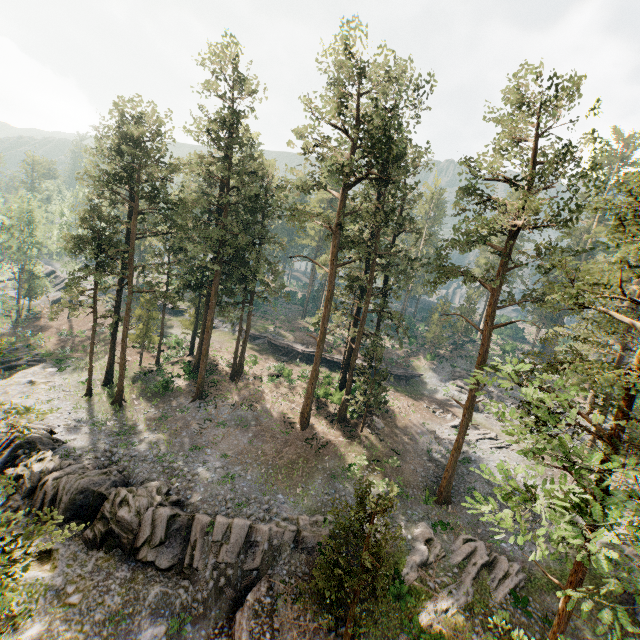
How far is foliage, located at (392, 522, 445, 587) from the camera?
20.5 meters

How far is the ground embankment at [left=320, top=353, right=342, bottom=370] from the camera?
45.9m

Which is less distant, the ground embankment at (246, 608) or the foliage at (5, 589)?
the foliage at (5, 589)

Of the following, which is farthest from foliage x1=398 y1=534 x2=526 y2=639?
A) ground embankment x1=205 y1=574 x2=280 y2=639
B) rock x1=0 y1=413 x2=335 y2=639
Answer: rock x1=0 y1=413 x2=335 y2=639

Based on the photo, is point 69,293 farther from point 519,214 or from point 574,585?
point 574,585

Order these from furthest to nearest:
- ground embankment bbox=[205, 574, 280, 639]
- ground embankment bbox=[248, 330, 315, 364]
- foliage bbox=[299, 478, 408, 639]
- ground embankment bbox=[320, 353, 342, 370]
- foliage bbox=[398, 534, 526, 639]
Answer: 1. ground embankment bbox=[248, 330, 315, 364]
2. ground embankment bbox=[320, 353, 342, 370]
3. foliage bbox=[398, 534, 526, 639]
4. ground embankment bbox=[205, 574, 280, 639]
5. foliage bbox=[299, 478, 408, 639]

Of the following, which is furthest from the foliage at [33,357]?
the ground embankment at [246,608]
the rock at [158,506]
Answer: the rock at [158,506]

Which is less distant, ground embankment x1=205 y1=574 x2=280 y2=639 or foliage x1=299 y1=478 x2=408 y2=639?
foliage x1=299 y1=478 x2=408 y2=639
